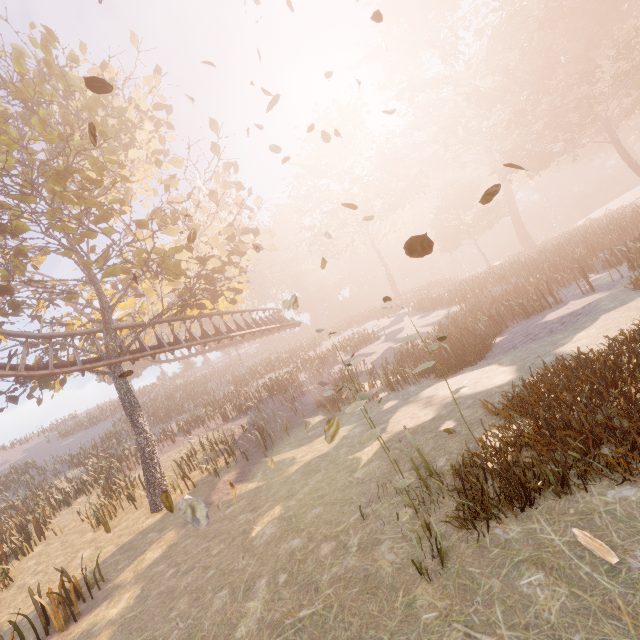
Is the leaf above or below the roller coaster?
below

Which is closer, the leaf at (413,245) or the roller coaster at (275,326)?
the leaf at (413,245)

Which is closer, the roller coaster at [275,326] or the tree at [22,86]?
the tree at [22,86]

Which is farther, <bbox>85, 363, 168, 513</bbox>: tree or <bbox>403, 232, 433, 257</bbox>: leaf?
<bbox>85, 363, 168, 513</bbox>: tree

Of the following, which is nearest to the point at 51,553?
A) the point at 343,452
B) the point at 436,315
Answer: the point at 343,452

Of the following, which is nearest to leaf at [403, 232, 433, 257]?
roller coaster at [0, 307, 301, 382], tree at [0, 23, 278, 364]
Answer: tree at [0, 23, 278, 364]

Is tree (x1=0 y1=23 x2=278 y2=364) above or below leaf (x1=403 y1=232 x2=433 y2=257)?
above
